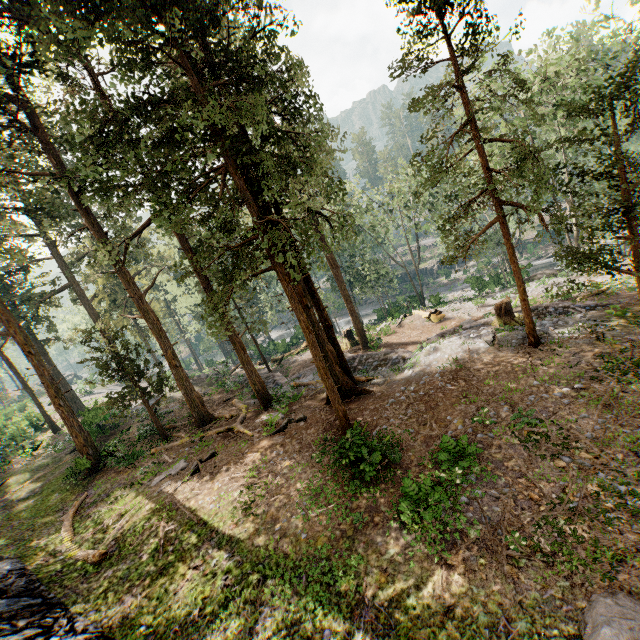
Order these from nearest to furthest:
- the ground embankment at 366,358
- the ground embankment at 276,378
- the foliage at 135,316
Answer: the foliage at 135,316 < the ground embankment at 366,358 < the ground embankment at 276,378

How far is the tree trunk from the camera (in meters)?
28.91

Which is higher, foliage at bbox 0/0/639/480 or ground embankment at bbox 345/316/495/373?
foliage at bbox 0/0/639/480

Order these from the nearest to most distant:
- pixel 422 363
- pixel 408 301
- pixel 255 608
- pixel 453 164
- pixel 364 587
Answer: pixel 364 587 → pixel 255 608 → pixel 453 164 → pixel 422 363 → pixel 408 301

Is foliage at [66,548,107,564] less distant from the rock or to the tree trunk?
the rock

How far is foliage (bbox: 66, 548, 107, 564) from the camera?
12.4 meters

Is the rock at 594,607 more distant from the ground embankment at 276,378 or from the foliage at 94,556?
the ground embankment at 276,378

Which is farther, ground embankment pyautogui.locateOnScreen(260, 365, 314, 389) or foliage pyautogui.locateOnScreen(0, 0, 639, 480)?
ground embankment pyautogui.locateOnScreen(260, 365, 314, 389)
